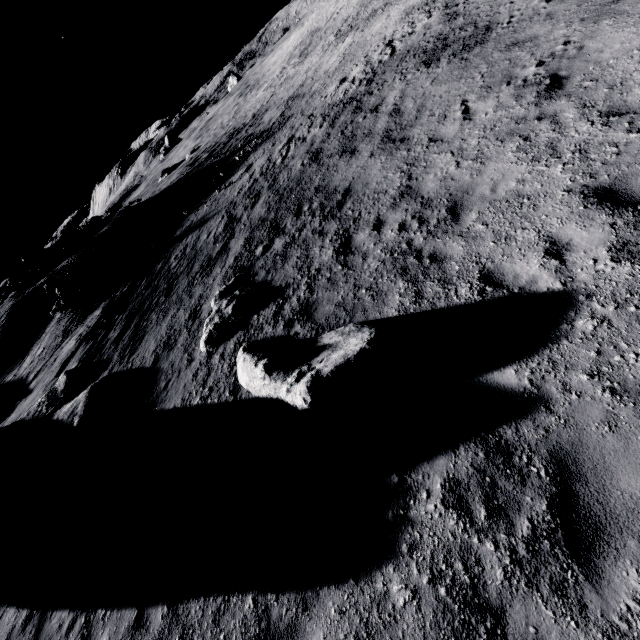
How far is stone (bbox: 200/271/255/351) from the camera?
9.08m

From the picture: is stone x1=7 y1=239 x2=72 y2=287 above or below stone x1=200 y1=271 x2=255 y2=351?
above

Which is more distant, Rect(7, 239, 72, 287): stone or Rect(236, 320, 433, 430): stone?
Rect(7, 239, 72, 287): stone

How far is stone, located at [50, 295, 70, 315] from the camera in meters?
19.1 m

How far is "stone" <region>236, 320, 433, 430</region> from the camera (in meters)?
5.36

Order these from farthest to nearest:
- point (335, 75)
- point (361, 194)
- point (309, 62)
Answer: point (309, 62)
point (335, 75)
point (361, 194)

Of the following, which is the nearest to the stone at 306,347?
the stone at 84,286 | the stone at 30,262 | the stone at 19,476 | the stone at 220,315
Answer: the stone at 220,315

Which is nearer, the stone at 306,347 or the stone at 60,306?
the stone at 306,347
